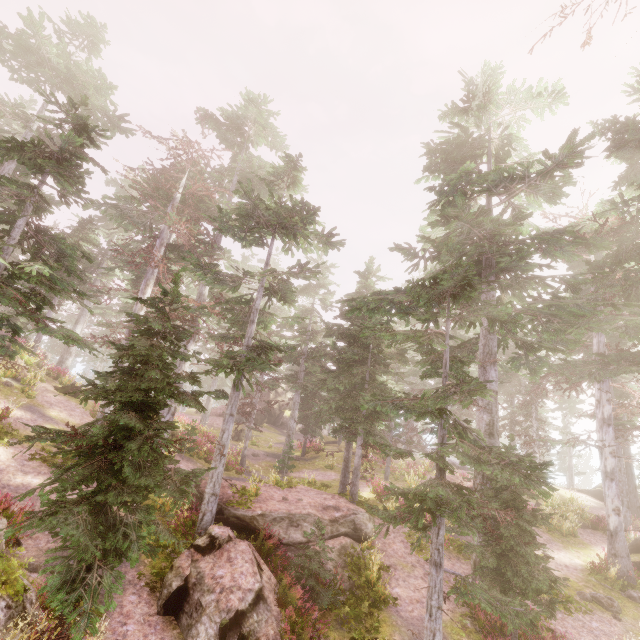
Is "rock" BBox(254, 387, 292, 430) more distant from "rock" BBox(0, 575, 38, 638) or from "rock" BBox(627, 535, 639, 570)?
"rock" BBox(627, 535, 639, 570)

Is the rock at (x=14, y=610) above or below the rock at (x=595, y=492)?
below

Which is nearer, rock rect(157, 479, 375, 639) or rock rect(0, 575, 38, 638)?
rock rect(0, 575, 38, 638)

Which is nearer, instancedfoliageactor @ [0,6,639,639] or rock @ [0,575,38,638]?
rock @ [0,575,38,638]

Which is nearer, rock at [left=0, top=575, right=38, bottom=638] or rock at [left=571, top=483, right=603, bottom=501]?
rock at [left=0, top=575, right=38, bottom=638]

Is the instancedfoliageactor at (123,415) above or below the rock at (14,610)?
above

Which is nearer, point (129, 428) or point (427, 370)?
point (129, 428)

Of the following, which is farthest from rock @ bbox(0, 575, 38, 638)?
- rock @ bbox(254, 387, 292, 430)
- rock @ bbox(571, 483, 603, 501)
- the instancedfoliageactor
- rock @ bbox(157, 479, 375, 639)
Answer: rock @ bbox(571, 483, 603, 501)
